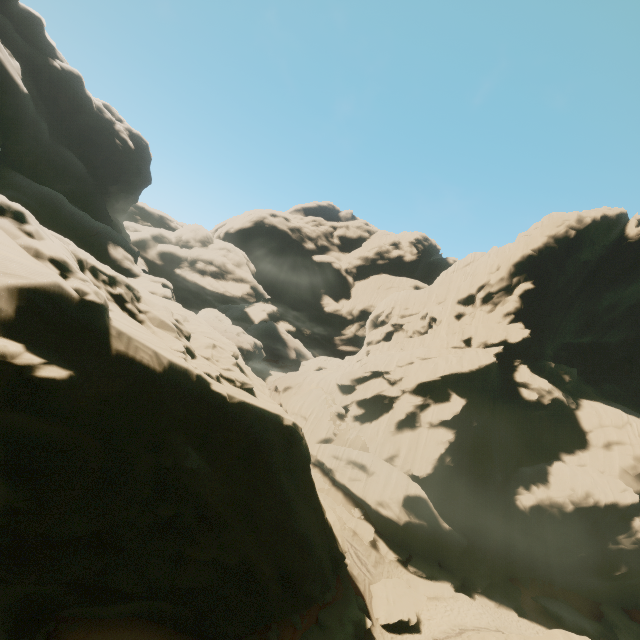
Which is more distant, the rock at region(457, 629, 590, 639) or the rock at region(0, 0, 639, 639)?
the rock at region(457, 629, 590, 639)

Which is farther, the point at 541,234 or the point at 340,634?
the point at 541,234

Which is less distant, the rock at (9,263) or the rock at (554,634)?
the rock at (9,263)
